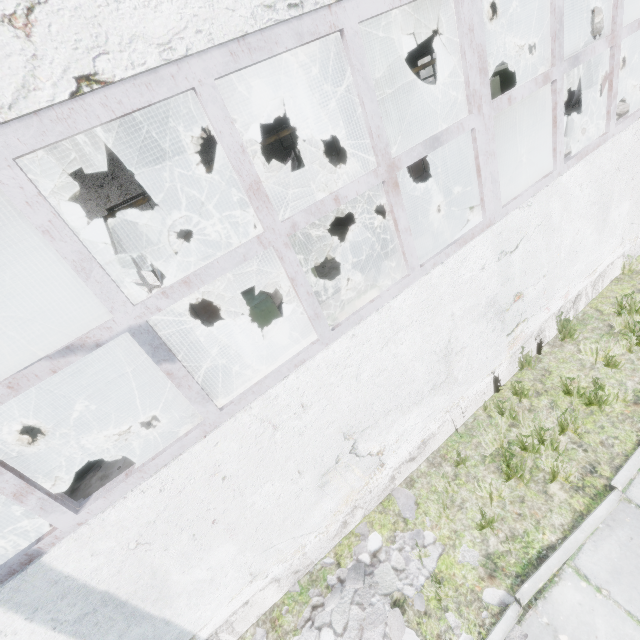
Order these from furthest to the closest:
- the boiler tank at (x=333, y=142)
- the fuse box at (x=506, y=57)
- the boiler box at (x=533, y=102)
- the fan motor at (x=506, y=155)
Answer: the fuse box at (x=506, y=57) → the boiler box at (x=533, y=102) → the fan motor at (x=506, y=155) → the boiler tank at (x=333, y=142)

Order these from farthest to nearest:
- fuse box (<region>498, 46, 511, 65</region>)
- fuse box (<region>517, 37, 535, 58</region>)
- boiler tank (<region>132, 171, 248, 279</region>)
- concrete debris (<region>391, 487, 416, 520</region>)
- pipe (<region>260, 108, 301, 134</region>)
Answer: fuse box (<region>498, 46, 511, 65</region>) < fuse box (<region>517, 37, 535, 58</region>) < pipe (<region>260, 108, 301, 134</region>) < boiler tank (<region>132, 171, 248, 279</region>) < concrete debris (<region>391, 487, 416, 520</region>)

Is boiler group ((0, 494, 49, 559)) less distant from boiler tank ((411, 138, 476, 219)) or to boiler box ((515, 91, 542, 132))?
boiler tank ((411, 138, 476, 219))

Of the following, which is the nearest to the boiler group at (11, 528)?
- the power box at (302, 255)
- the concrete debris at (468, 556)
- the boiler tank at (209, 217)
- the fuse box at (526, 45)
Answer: the boiler tank at (209, 217)

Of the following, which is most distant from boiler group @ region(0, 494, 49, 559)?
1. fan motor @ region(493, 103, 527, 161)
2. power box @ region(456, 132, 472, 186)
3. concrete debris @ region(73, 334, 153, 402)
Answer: fan motor @ region(493, 103, 527, 161)

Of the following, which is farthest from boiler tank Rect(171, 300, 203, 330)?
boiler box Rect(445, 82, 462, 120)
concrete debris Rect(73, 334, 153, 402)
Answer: boiler box Rect(445, 82, 462, 120)

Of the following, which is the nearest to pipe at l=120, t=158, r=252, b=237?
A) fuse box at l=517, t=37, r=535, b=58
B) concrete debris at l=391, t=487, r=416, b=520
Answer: fuse box at l=517, t=37, r=535, b=58

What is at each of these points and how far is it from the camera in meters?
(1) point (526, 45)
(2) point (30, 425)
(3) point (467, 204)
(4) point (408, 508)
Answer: (1) fuse box, 27.3
(2) boiler group, 6.7
(3) boiler tank, 10.8
(4) concrete debris, 4.3
